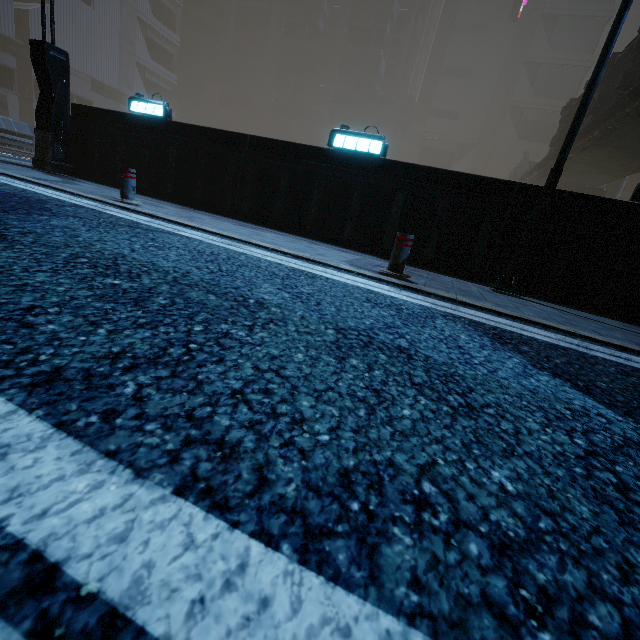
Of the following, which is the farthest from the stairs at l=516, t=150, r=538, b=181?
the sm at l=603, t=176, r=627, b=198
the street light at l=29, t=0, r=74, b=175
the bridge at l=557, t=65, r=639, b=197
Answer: the street light at l=29, t=0, r=74, b=175

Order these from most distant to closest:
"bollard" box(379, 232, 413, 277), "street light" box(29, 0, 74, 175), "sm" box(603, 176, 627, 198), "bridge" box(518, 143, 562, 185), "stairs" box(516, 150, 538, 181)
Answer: "stairs" box(516, 150, 538, 181) → "sm" box(603, 176, 627, 198) → "bridge" box(518, 143, 562, 185) → "street light" box(29, 0, 74, 175) → "bollard" box(379, 232, 413, 277)

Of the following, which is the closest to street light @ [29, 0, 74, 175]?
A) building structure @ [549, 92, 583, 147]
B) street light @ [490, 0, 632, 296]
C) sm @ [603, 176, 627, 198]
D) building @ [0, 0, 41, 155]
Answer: building @ [0, 0, 41, 155]

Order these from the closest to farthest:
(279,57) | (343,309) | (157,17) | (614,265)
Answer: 1. (343,309)
2. (614,265)
3. (157,17)
4. (279,57)

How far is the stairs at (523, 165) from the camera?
35.2m

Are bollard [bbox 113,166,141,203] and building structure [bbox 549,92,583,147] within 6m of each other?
no

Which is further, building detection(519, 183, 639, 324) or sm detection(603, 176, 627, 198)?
sm detection(603, 176, 627, 198)

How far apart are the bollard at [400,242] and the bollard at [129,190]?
4.7 meters
